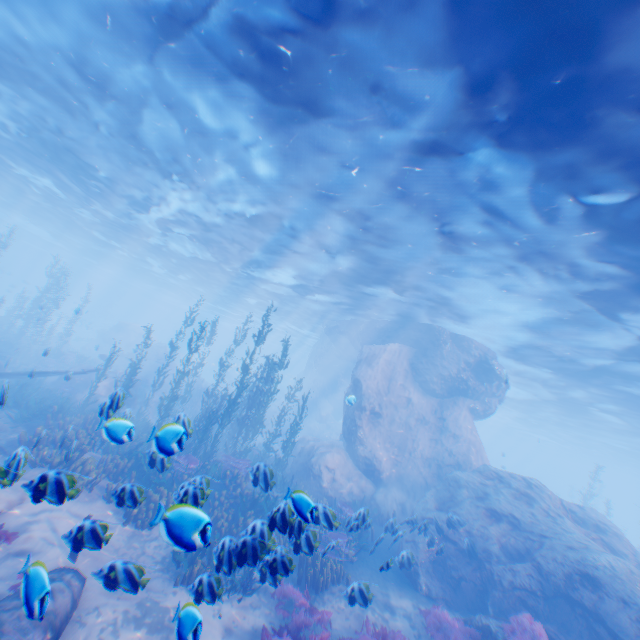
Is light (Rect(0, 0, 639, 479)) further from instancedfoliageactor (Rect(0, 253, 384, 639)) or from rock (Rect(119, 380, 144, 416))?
instancedfoliageactor (Rect(0, 253, 384, 639))

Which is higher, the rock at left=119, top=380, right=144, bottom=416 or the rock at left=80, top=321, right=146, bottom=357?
the rock at left=80, top=321, right=146, bottom=357

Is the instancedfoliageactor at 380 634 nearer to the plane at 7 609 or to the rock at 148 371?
the rock at 148 371

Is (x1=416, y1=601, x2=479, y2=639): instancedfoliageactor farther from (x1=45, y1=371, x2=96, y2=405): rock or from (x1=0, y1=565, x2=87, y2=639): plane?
(x1=0, y1=565, x2=87, y2=639): plane

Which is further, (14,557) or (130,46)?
(130,46)

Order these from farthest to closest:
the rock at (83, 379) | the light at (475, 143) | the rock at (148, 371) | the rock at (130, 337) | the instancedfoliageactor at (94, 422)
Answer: the rock at (130, 337) → the rock at (148, 371) → the rock at (83, 379) → the light at (475, 143) → the instancedfoliageactor at (94, 422)

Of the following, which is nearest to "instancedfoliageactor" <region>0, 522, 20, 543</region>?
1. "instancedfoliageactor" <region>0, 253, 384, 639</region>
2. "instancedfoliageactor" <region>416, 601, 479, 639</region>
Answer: "instancedfoliageactor" <region>0, 253, 384, 639</region>

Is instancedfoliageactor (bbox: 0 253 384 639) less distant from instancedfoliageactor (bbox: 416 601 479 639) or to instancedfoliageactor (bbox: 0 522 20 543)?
instancedfoliageactor (bbox: 416 601 479 639)
